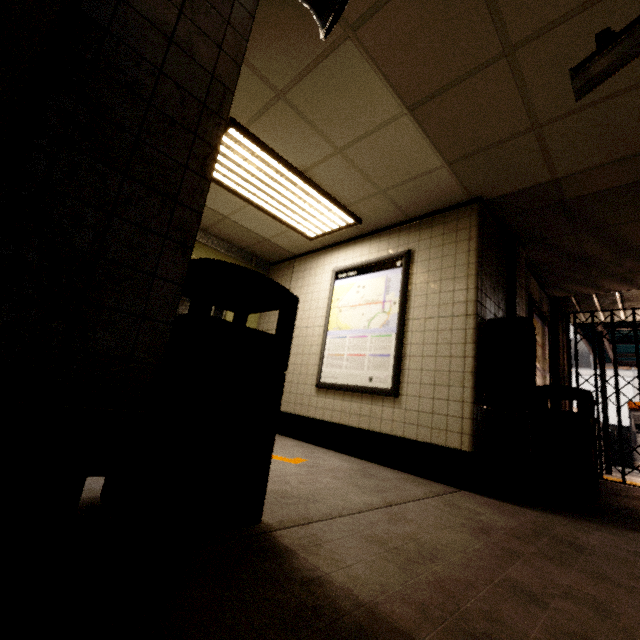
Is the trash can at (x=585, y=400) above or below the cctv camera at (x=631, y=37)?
below

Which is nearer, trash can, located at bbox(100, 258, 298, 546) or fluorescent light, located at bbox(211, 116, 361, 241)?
trash can, located at bbox(100, 258, 298, 546)

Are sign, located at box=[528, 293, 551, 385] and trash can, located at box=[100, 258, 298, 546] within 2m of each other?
no

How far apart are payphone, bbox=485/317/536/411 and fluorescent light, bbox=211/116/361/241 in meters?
2.0

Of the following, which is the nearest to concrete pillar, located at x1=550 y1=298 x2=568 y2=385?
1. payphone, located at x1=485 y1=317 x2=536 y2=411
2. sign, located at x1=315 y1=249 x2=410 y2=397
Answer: payphone, located at x1=485 y1=317 x2=536 y2=411

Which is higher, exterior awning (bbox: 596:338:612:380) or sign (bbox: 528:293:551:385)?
exterior awning (bbox: 596:338:612:380)

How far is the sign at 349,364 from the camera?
3.7m

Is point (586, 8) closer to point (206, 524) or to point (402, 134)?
point (402, 134)
